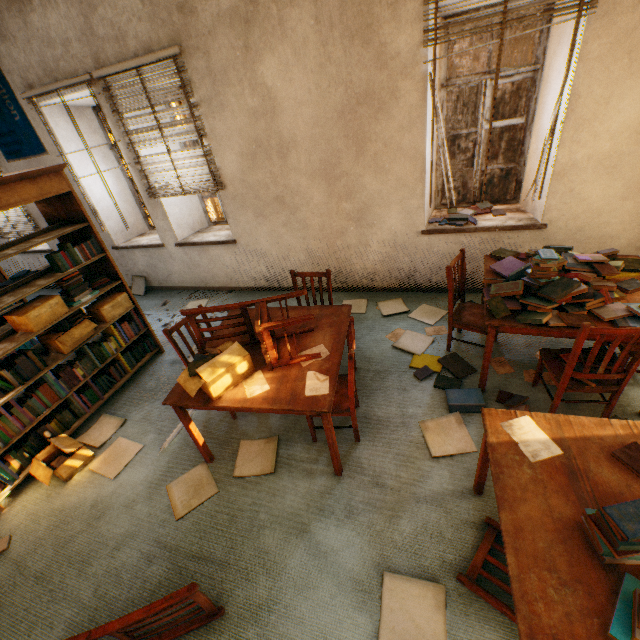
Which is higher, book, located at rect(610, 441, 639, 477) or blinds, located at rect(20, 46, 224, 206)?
blinds, located at rect(20, 46, 224, 206)

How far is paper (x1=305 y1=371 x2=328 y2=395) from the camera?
2.1m

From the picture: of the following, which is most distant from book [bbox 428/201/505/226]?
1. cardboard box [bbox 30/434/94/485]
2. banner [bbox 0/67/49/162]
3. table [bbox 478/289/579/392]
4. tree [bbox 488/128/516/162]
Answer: tree [bbox 488/128/516/162]

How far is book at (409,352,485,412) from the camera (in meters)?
2.68

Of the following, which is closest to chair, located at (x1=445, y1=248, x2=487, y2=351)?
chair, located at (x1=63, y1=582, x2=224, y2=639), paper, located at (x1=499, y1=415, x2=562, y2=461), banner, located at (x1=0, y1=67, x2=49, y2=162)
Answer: paper, located at (x1=499, y1=415, x2=562, y2=461)

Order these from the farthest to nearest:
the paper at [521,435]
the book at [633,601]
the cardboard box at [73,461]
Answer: the cardboard box at [73,461] → the paper at [521,435] → the book at [633,601]

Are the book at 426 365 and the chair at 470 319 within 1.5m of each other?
yes

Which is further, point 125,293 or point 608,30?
point 125,293
